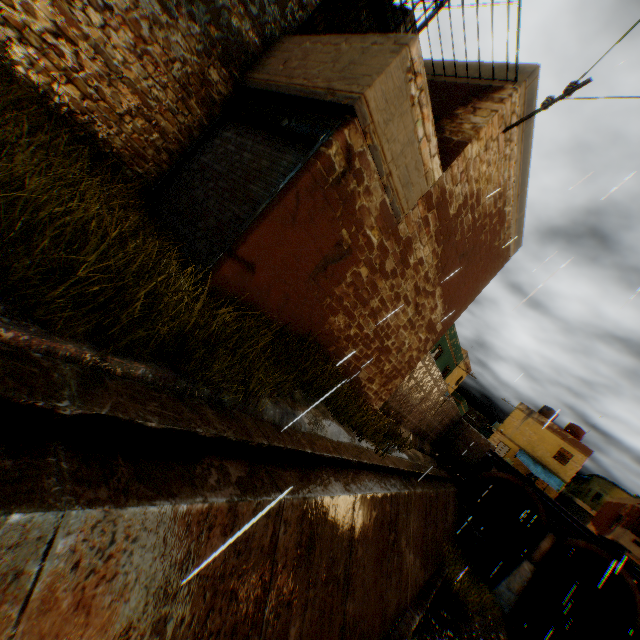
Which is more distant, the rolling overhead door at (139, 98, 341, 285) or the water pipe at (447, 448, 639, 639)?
the water pipe at (447, 448, 639, 639)

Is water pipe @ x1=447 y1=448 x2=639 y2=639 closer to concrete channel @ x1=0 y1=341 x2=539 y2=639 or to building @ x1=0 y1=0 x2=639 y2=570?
concrete channel @ x1=0 y1=341 x2=539 y2=639

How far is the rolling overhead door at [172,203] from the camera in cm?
475

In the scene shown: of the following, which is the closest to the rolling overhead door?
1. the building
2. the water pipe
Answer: the building

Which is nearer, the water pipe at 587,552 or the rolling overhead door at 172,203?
the rolling overhead door at 172,203

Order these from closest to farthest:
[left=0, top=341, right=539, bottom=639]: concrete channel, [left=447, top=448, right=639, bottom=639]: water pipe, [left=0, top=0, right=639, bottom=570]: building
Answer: [left=0, top=341, right=539, bottom=639]: concrete channel → [left=0, top=0, right=639, bottom=570]: building → [left=447, top=448, right=639, bottom=639]: water pipe

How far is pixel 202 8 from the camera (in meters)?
5.58

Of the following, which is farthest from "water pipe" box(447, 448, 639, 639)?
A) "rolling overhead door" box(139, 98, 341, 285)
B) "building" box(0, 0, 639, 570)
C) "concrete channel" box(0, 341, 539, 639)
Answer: "rolling overhead door" box(139, 98, 341, 285)
